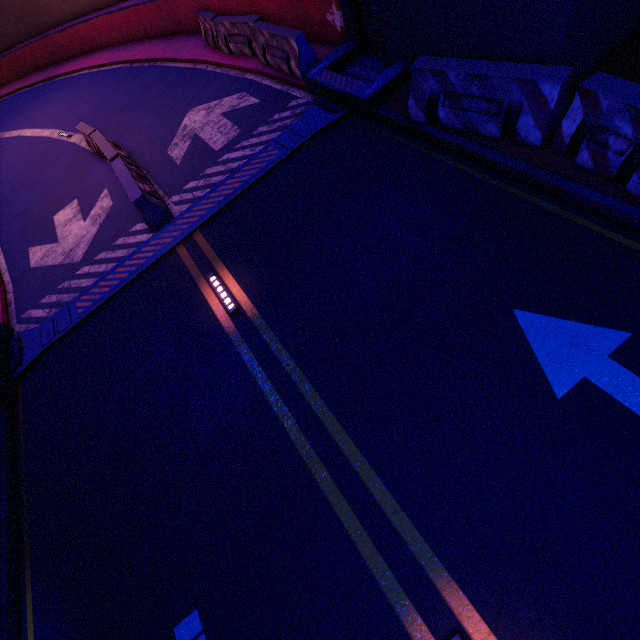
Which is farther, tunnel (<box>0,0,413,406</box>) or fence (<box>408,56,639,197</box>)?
tunnel (<box>0,0,413,406</box>)

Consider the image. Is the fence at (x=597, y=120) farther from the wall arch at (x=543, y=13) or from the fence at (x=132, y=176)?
the fence at (x=132, y=176)

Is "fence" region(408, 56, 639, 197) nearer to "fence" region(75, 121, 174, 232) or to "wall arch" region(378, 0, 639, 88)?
"wall arch" region(378, 0, 639, 88)

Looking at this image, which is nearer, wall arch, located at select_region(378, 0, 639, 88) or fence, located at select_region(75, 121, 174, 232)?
wall arch, located at select_region(378, 0, 639, 88)

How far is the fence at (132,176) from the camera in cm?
739

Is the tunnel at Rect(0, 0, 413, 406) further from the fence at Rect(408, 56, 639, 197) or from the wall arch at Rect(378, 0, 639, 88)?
the fence at Rect(408, 56, 639, 197)

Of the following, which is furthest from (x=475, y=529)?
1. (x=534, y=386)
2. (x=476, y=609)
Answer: (x=534, y=386)

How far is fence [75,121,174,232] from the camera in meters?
7.4
